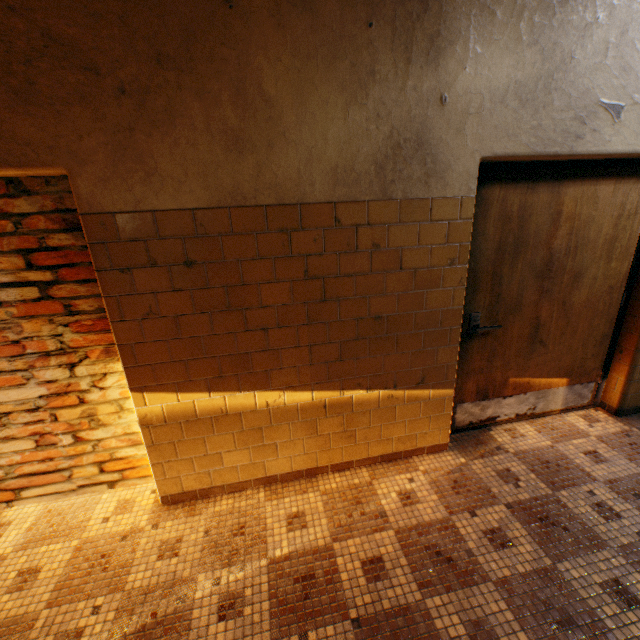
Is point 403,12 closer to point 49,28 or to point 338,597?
point 49,28
